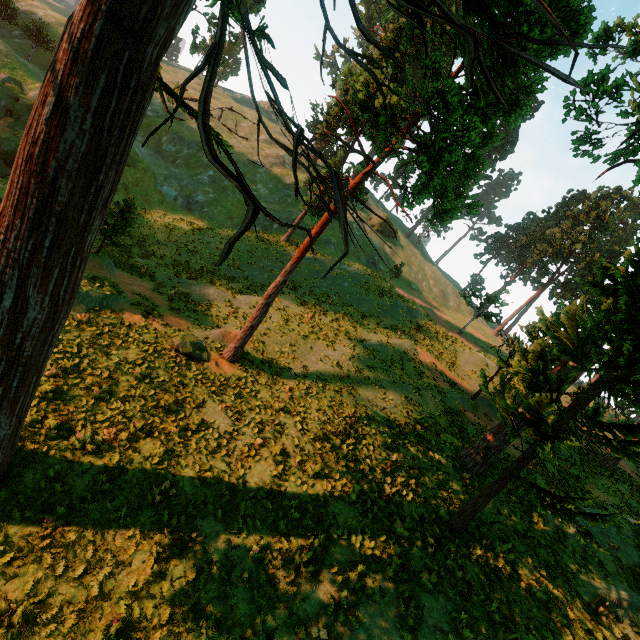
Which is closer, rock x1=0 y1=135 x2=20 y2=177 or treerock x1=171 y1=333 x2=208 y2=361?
treerock x1=171 y1=333 x2=208 y2=361

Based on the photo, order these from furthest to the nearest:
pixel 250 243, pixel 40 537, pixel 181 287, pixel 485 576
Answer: pixel 250 243, pixel 181 287, pixel 485 576, pixel 40 537

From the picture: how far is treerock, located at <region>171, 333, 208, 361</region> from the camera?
14.72m

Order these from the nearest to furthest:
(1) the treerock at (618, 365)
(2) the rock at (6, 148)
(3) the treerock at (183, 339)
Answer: (1) the treerock at (618, 365)
(3) the treerock at (183, 339)
(2) the rock at (6, 148)

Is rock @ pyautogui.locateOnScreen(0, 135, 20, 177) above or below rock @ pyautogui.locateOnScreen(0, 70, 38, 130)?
below

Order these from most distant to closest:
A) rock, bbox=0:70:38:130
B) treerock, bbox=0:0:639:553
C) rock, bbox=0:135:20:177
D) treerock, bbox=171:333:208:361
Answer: rock, bbox=0:70:38:130, rock, bbox=0:135:20:177, treerock, bbox=171:333:208:361, treerock, bbox=0:0:639:553

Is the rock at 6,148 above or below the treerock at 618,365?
below
